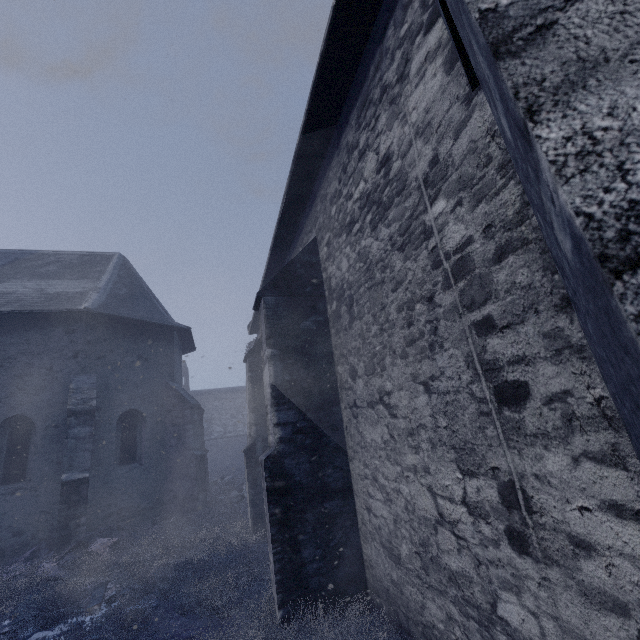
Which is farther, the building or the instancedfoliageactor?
the instancedfoliageactor

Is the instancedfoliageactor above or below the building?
below

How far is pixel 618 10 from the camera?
0.54m

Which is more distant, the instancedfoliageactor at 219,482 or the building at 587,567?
the instancedfoliageactor at 219,482

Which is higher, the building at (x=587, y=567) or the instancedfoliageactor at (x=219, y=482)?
the building at (x=587, y=567)
